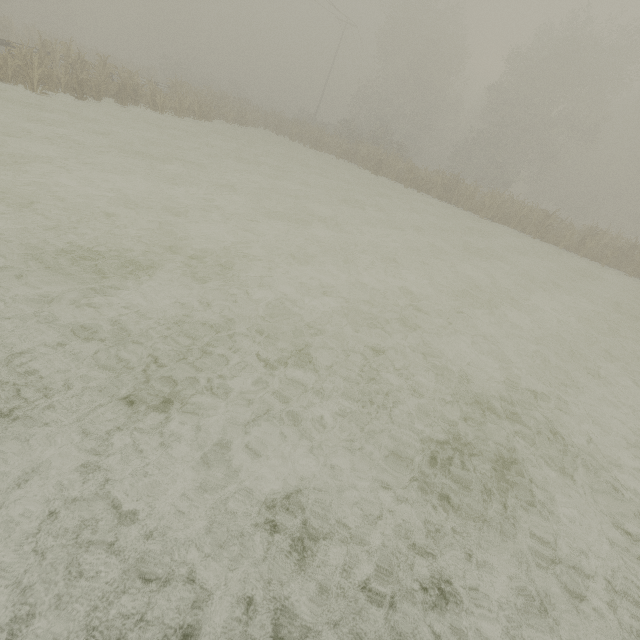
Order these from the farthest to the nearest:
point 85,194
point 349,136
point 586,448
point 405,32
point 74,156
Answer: point 405,32, point 349,136, point 74,156, point 85,194, point 586,448

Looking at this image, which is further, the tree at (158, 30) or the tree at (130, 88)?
the tree at (158, 30)

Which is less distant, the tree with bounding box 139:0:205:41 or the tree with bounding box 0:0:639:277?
the tree with bounding box 0:0:639:277
